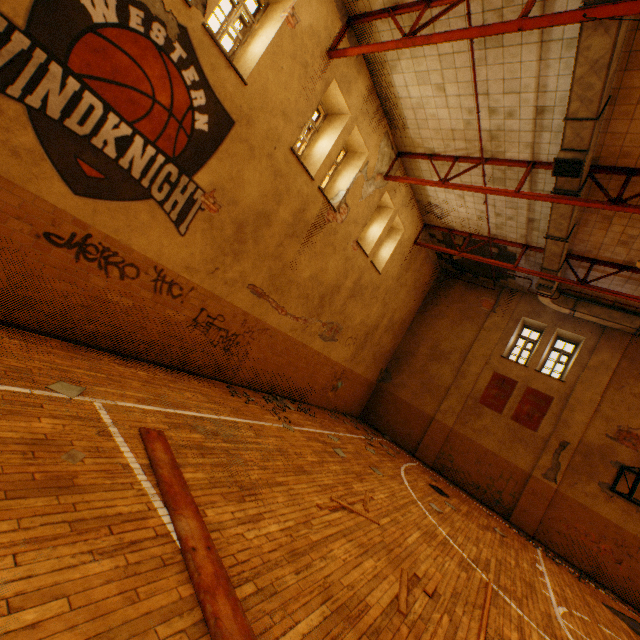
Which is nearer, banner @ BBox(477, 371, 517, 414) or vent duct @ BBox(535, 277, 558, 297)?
vent duct @ BBox(535, 277, 558, 297)

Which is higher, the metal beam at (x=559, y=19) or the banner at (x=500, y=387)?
the metal beam at (x=559, y=19)

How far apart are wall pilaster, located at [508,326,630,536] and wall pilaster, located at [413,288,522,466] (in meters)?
3.11

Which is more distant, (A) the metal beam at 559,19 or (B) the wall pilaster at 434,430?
(B) the wall pilaster at 434,430

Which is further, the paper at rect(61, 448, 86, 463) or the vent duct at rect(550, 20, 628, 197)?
the vent duct at rect(550, 20, 628, 197)

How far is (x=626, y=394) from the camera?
11.8 meters

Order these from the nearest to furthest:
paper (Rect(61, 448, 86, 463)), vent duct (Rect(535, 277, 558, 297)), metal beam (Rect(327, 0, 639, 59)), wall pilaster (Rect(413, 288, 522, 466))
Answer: paper (Rect(61, 448, 86, 463)) → metal beam (Rect(327, 0, 639, 59)) → vent duct (Rect(535, 277, 558, 297)) → wall pilaster (Rect(413, 288, 522, 466))

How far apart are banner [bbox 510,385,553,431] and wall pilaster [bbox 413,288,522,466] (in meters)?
1.70
